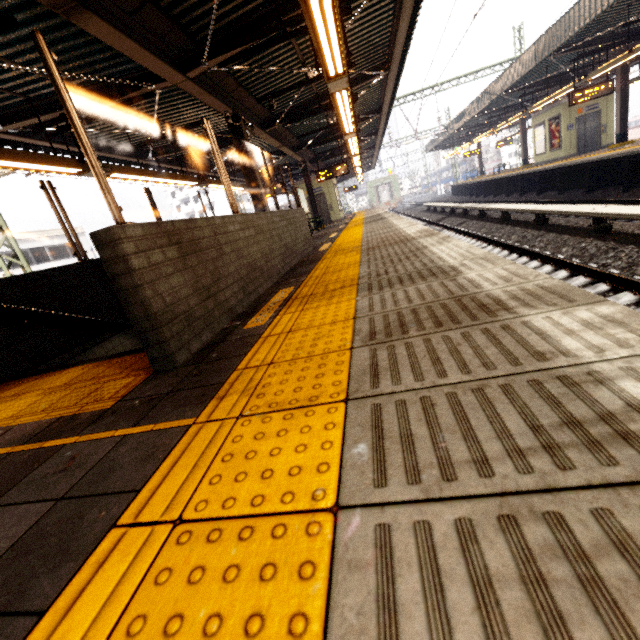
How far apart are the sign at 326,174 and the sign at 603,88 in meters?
9.3

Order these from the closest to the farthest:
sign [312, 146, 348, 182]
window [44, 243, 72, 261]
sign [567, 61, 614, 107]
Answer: A: sign [567, 61, 614, 107] → sign [312, 146, 348, 182] → window [44, 243, 72, 261]

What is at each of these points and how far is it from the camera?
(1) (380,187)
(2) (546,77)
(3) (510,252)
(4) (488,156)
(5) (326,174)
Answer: (1) train, 42.47m
(2) awning structure, 16.31m
(3) train track, 7.89m
(4) train, 43.97m
(5) sign, 14.80m

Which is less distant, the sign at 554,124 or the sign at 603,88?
the sign at 603,88

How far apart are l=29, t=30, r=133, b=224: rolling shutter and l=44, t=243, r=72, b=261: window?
28.31m

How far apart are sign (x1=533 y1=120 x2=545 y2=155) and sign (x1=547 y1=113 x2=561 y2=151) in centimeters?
27cm

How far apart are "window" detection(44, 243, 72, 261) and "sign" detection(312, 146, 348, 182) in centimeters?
2137cm

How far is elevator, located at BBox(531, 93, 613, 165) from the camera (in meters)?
16.81
